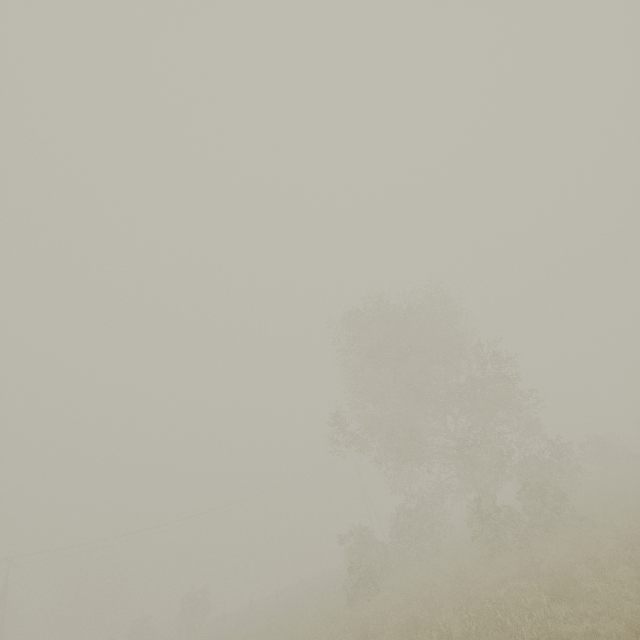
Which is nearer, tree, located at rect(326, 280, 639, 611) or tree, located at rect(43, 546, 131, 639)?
tree, located at rect(326, 280, 639, 611)

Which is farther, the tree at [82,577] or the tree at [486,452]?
the tree at [82,577]

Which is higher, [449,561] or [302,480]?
[302,480]
